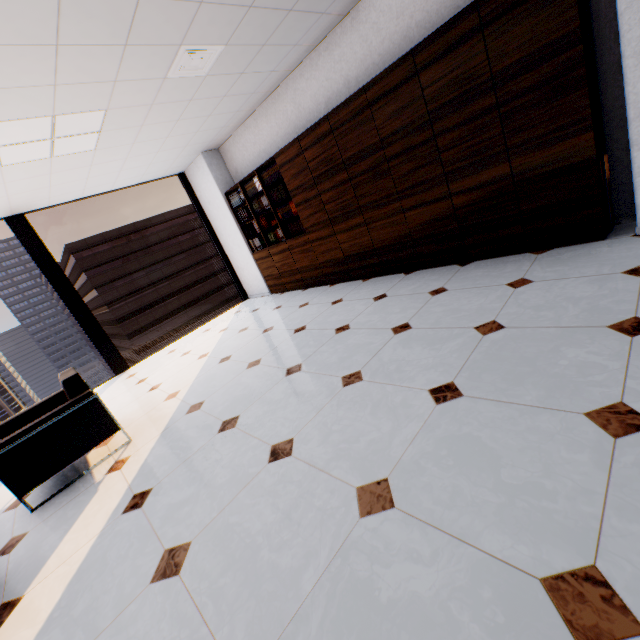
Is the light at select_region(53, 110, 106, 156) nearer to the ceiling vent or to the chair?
the ceiling vent

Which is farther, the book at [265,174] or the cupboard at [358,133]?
the book at [265,174]

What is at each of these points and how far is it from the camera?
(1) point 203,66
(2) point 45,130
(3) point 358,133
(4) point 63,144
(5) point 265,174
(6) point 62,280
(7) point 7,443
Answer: (1) ceiling vent, 3.4 meters
(2) light, 3.3 meters
(3) cupboard, 3.8 meters
(4) light, 3.7 meters
(5) book, 5.3 meters
(6) window, 5.4 meters
(7) chair, 2.4 meters

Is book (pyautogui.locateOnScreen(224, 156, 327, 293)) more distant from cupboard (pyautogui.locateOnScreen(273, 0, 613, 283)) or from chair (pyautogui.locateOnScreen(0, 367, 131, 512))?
chair (pyautogui.locateOnScreen(0, 367, 131, 512))

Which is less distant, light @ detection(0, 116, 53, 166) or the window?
light @ detection(0, 116, 53, 166)

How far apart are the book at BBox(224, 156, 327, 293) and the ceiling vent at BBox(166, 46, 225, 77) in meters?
1.5

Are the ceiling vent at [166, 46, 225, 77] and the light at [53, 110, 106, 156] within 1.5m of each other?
yes

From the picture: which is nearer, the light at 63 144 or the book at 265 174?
the light at 63 144
